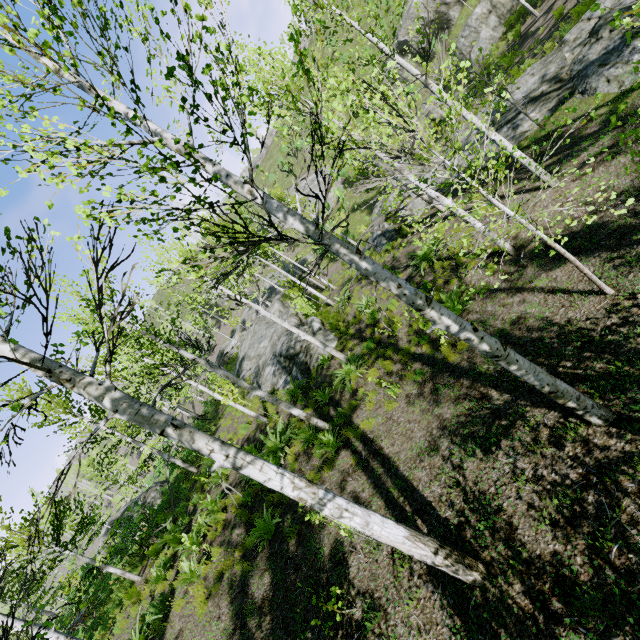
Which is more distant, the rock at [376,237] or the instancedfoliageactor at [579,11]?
the rock at [376,237]

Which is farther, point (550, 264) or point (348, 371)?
point (348, 371)

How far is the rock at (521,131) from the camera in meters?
11.4

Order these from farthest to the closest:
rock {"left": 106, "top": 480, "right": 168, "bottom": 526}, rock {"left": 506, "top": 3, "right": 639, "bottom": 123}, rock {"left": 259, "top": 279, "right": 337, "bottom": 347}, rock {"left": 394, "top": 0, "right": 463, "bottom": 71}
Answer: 1. rock {"left": 394, "top": 0, "right": 463, "bottom": 71}
2. rock {"left": 106, "top": 480, "right": 168, "bottom": 526}
3. rock {"left": 259, "top": 279, "right": 337, "bottom": 347}
4. rock {"left": 506, "top": 3, "right": 639, "bottom": 123}

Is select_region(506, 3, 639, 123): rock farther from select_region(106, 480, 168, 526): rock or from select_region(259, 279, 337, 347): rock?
select_region(106, 480, 168, 526): rock

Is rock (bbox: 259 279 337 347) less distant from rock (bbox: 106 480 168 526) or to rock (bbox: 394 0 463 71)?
rock (bbox: 106 480 168 526)

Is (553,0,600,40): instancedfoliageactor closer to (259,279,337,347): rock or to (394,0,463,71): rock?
(259,279,337,347): rock

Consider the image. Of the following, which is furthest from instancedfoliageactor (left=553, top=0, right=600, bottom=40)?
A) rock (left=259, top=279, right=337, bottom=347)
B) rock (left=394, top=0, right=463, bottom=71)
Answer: rock (left=394, top=0, right=463, bottom=71)
